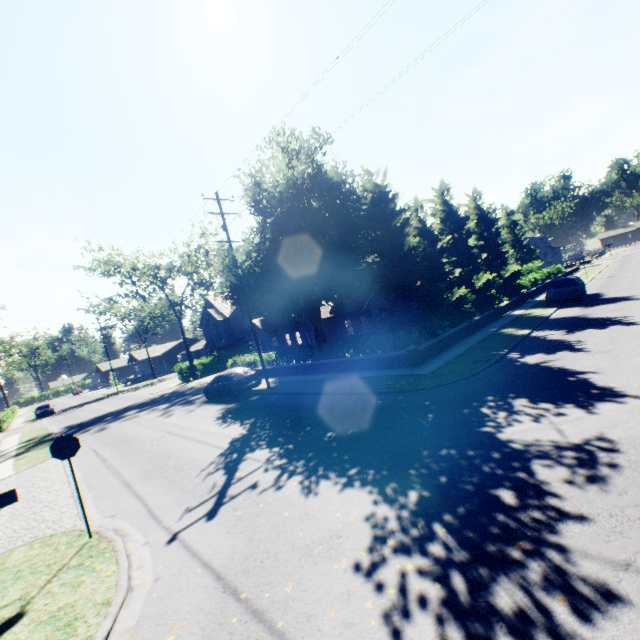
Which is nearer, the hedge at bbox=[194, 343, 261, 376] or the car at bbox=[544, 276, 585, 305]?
the car at bbox=[544, 276, 585, 305]

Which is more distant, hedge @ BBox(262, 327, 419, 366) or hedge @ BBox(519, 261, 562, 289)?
hedge @ BBox(519, 261, 562, 289)

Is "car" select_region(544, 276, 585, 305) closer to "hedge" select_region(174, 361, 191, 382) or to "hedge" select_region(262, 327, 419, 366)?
"hedge" select_region(174, 361, 191, 382)

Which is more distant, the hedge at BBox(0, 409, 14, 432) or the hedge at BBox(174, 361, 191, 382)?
the hedge at BBox(174, 361, 191, 382)

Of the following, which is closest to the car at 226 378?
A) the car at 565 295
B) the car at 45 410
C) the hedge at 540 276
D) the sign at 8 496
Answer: the hedge at 540 276

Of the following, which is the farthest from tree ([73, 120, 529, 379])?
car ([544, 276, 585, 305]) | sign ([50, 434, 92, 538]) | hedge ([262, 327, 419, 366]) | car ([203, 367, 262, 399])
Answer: sign ([50, 434, 92, 538])

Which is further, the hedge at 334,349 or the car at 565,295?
the car at 565,295

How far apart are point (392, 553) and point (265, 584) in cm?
185
